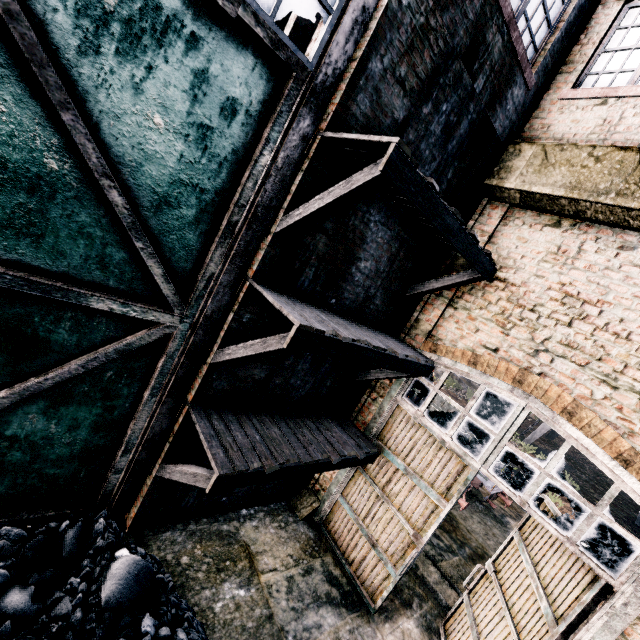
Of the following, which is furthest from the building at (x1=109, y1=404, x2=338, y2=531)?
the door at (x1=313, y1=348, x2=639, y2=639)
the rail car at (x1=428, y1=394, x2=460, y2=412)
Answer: the rail car at (x1=428, y1=394, x2=460, y2=412)

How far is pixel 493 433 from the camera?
5.50m

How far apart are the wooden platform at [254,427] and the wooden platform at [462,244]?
2.8m

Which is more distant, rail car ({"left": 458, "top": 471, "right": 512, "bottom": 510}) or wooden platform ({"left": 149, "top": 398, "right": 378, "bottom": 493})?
rail car ({"left": 458, "top": 471, "right": 512, "bottom": 510})

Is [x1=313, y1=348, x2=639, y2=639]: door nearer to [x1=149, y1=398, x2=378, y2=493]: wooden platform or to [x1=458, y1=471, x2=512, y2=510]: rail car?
[x1=149, y1=398, x2=378, y2=493]: wooden platform

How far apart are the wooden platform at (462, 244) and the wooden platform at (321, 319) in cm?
61

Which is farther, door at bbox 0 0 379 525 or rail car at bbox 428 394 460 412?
rail car at bbox 428 394 460 412

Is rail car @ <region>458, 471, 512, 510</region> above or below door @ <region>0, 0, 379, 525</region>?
below
